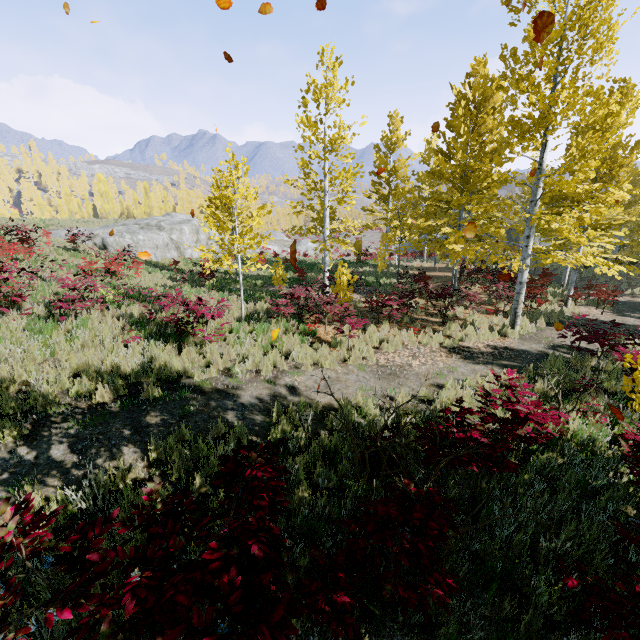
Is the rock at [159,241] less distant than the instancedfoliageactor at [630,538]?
No

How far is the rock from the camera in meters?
23.8 m

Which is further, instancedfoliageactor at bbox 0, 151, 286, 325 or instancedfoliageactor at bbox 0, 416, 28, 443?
instancedfoliageactor at bbox 0, 151, 286, 325

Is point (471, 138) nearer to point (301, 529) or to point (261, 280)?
point (261, 280)

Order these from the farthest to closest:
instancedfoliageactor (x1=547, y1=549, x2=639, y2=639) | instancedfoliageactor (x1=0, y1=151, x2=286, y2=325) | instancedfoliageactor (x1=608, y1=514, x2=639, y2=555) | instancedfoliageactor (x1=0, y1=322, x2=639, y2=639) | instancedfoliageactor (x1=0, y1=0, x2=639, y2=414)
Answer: instancedfoliageactor (x1=0, y1=151, x2=286, y2=325) < instancedfoliageactor (x1=0, y1=0, x2=639, y2=414) < instancedfoliageactor (x1=608, y1=514, x2=639, y2=555) < instancedfoliageactor (x1=547, y1=549, x2=639, y2=639) < instancedfoliageactor (x1=0, y1=322, x2=639, y2=639)

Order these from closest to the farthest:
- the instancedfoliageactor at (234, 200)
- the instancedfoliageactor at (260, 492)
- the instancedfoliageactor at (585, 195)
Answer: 1. the instancedfoliageactor at (260, 492)
2. the instancedfoliageactor at (585, 195)
3. the instancedfoliageactor at (234, 200)
